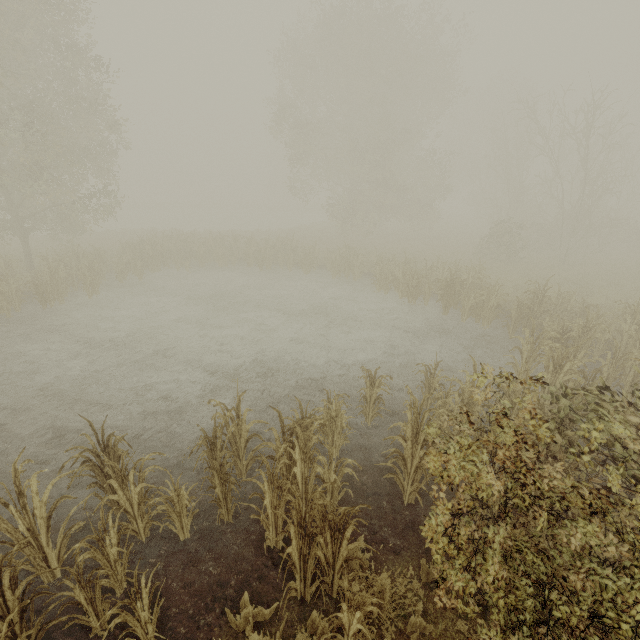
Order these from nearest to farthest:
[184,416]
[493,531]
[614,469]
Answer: [614,469] → [493,531] → [184,416]

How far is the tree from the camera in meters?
6.9 m

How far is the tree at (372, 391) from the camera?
6.9 meters
